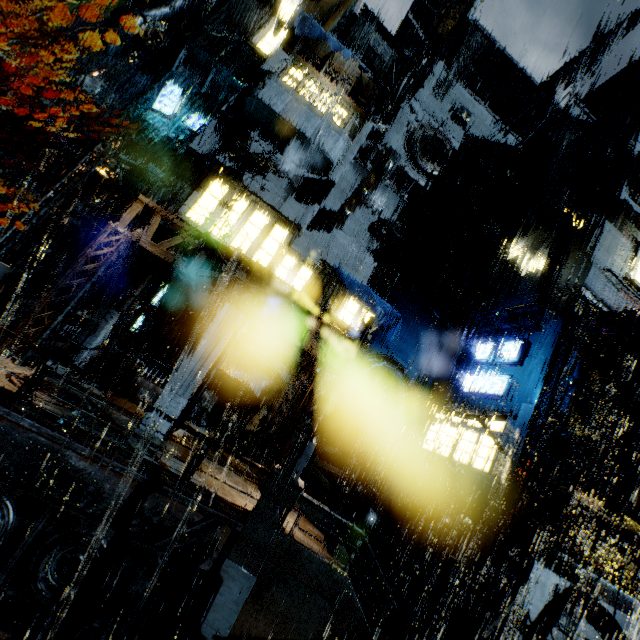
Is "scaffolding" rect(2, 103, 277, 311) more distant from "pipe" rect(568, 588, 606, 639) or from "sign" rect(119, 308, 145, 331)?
"pipe" rect(568, 588, 606, 639)

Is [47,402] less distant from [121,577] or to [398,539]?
[121,577]

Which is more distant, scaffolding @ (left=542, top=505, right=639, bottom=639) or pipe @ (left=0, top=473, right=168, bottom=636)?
→ scaffolding @ (left=542, top=505, right=639, bottom=639)

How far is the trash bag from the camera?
18.81m

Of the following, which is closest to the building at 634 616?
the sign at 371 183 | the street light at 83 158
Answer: the sign at 371 183

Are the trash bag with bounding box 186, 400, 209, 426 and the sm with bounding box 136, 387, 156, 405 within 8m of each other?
yes

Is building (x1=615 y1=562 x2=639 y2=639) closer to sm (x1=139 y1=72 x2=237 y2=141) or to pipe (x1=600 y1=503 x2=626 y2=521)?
sm (x1=139 y1=72 x2=237 y2=141)

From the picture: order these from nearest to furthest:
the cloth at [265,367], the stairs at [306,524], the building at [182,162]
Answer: the stairs at [306,524]
the building at [182,162]
the cloth at [265,367]
